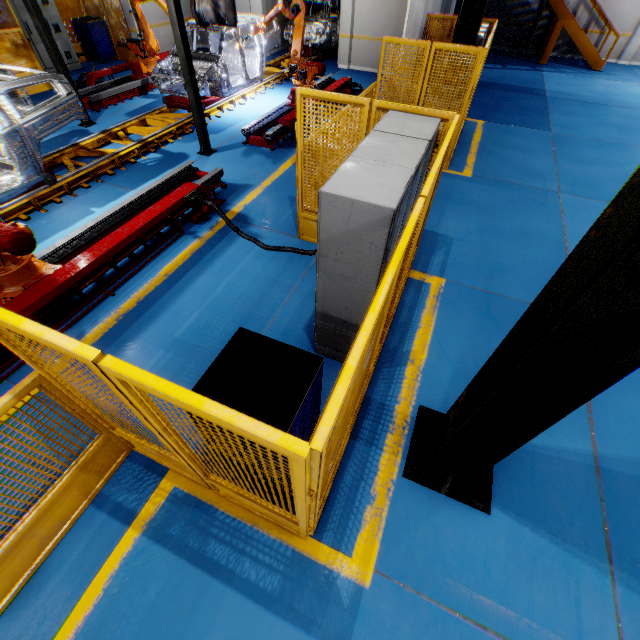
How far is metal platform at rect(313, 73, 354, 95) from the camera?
9.70m

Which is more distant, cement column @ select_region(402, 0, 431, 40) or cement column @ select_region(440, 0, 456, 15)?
cement column @ select_region(440, 0, 456, 15)

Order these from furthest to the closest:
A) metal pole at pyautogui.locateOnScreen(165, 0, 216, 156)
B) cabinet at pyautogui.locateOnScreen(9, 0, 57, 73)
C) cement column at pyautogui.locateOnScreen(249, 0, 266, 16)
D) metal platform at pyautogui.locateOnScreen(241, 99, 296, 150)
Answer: → cement column at pyautogui.locateOnScreen(249, 0, 266, 16) → cabinet at pyautogui.locateOnScreen(9, 0, 57, 73) → metal platform at pyautogui.locateOnScreen(241, 99, 296, 150) → metal pole at pyautogui.locateOnScreen(165, 0, 216, 156)

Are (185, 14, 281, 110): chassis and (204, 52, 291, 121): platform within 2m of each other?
yes

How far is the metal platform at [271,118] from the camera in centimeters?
791cm

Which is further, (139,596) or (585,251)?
(139,596)

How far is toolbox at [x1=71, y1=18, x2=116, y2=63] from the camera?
12.13m

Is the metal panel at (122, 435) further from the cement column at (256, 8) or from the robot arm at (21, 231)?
the cement column at (256, 8)
